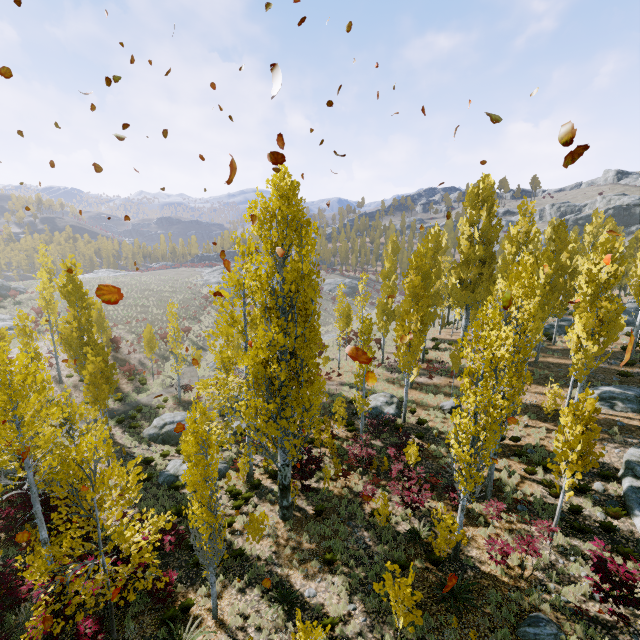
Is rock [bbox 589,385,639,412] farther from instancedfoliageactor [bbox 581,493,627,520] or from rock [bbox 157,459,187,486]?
rock [bbox 157,459,187,486]

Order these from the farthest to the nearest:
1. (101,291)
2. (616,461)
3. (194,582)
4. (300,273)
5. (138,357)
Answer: (138,357)
(300,273)
(616,461)
(194,582)
(101,291)

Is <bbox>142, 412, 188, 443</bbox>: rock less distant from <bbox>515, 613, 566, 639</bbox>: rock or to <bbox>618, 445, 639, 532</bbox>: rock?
<bbox>515, 613, 566, 639</bbox>: rock

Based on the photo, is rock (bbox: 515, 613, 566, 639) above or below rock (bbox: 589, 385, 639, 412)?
below

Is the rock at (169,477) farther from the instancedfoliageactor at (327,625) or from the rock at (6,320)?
the rock at (6,320)

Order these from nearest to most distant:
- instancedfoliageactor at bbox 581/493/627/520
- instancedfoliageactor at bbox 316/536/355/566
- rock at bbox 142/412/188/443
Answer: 1. instancedfoliageactor at bbox 316/536/355/566
2. instancedfoliageactor at bbox 581/493/627/520
3. rock at bbox 142/412/188/443

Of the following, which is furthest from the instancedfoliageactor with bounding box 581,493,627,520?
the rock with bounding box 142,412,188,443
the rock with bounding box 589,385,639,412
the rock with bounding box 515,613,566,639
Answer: the rock with bounding box 515,613,566,639

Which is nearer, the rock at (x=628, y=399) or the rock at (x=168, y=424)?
the rock at (x=628, y=399)
